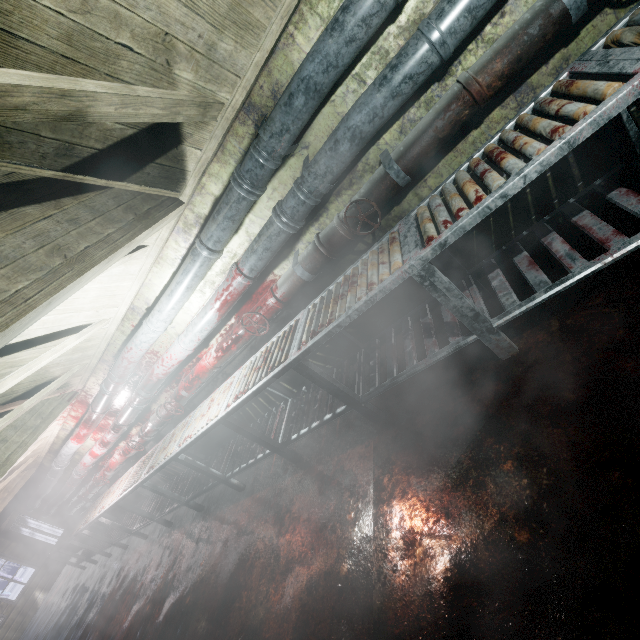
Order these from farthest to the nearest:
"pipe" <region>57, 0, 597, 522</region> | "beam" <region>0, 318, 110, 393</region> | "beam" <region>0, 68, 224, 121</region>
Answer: "beam" <region>0, 318, 110, 393</region> → "pipe" <region>57, 0, 597, 522</region> → "beam" <region>0, 68, 224, 121</region>

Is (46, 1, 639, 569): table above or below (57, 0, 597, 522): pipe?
below

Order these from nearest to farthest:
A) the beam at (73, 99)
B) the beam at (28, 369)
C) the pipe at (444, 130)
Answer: the beam at (73, 99) < the pipe at (444, 130) < the beam at (28, 369)

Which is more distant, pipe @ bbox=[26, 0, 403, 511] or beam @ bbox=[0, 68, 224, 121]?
pipe @ bbox=[26, 0, 403, 511]

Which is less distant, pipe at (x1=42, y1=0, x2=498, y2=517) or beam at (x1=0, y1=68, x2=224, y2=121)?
beam at (x1=0, y1=68, x2=224, y2=121)

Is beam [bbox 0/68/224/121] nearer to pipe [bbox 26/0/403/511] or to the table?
pipe [bbox 26/0/403/511]

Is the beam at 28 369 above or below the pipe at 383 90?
above

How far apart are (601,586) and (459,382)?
1.1m
